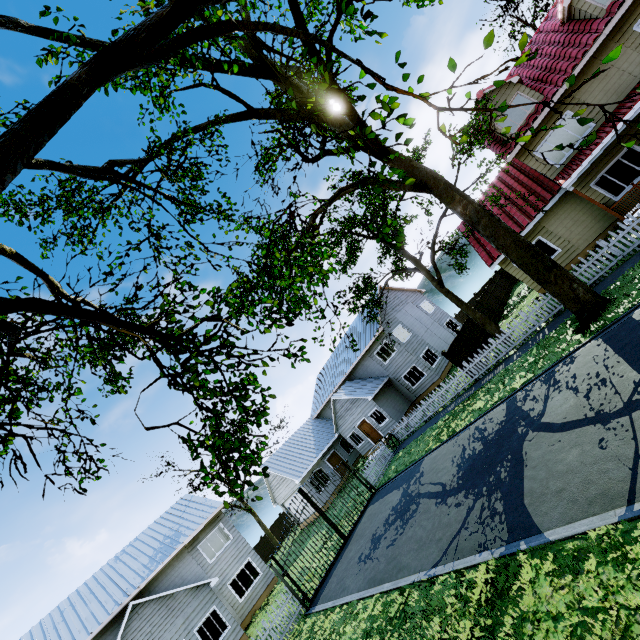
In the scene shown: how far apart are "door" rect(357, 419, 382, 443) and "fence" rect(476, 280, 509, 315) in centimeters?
1507cm

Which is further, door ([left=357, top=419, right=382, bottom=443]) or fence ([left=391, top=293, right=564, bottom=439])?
door ([left=357, top=419, right=382, bottom=443])

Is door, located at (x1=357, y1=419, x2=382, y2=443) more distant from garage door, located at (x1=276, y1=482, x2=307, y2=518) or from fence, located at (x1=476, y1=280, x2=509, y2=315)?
fence, located at (x1=476, y1=280, x2=509, y2=315)

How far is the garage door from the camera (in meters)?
27.97

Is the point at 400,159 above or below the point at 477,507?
above

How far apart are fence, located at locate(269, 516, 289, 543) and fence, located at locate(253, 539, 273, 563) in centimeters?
56cm

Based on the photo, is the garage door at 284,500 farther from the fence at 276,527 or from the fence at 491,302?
the fence at 491,302

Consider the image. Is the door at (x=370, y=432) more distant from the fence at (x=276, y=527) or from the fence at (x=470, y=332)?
the fence at (x=276, y=527)
